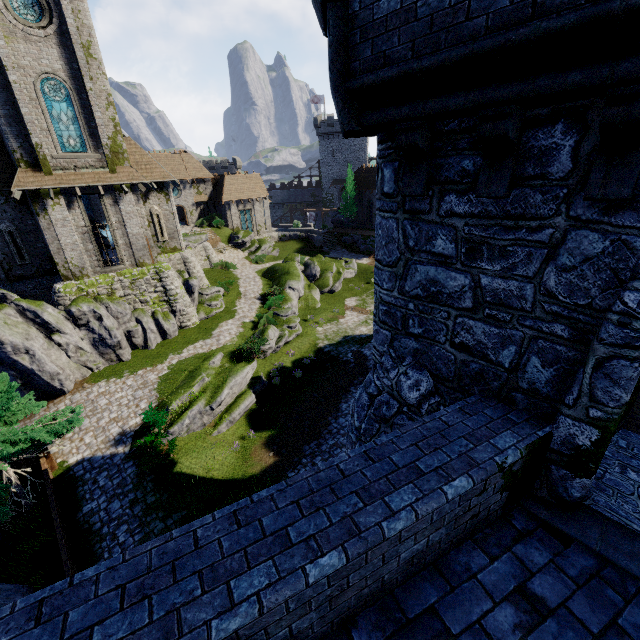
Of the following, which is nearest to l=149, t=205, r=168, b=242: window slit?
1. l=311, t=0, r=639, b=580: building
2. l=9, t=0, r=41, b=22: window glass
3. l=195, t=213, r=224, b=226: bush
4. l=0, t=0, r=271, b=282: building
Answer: l=0, t=0, r=271, b=282: building

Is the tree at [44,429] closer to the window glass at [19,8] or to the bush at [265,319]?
the bush at [265,319]

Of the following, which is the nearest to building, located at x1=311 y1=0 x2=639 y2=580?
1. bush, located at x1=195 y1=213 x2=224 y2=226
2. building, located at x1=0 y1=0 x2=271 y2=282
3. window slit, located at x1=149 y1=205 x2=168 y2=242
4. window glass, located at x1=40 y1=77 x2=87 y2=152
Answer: building, located at x1=0 y1=0 x2=271 y2=282

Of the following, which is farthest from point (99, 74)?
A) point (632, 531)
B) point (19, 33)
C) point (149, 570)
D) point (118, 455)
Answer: point (632, 531)

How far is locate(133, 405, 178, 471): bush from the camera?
14.89m

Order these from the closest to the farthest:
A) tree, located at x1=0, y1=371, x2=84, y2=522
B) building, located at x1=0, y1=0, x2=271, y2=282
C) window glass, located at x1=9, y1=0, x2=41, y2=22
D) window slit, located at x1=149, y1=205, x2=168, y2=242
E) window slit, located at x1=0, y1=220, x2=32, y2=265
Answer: tree, located at x1=0, y1=371, x2=84, y2=522, window glass, located at x1=9, y1=0, x2=41, y2=22, building, located at x1=0, y1=0, x2=271, y2=282, window slit, located at x1=0, y1=220, x2=32, y2=265, window slit, located at x1=149, y1=205, x2=168, y2=242

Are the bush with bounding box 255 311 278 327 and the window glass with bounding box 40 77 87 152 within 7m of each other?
no

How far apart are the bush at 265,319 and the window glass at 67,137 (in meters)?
15.13
